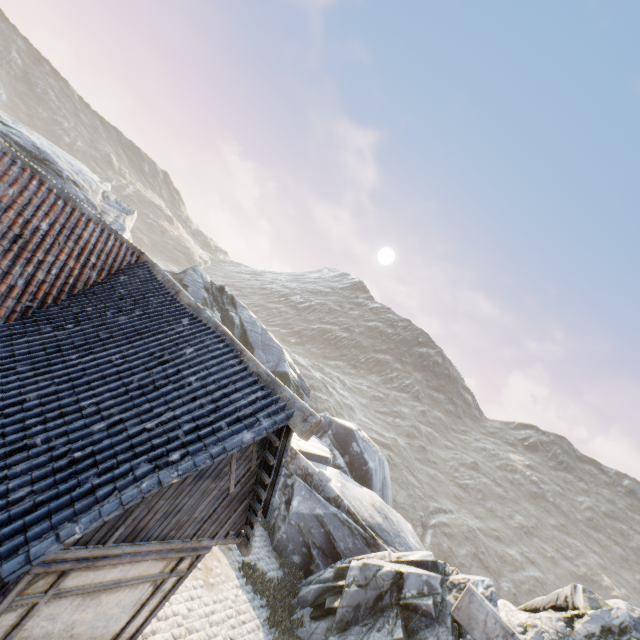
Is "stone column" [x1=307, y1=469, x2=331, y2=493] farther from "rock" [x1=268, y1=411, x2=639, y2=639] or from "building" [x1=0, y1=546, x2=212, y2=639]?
"building" [x1=0, y1=546, x2=212, y2=639]

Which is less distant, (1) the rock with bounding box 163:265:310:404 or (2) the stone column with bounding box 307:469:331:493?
(2) the stone column with bounding box 307:469:331:493

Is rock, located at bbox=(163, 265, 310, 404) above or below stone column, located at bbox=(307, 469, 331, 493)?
above

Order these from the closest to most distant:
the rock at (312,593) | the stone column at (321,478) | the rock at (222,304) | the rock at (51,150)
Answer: the rock at (312,593), the stone column at (321,478), the rock at (51,150), the rock at (222,304)

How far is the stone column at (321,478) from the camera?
15.9m

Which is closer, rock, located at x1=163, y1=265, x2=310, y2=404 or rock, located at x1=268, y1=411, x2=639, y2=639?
rock, located at x1=268, y1=411, x2=639, y2=639

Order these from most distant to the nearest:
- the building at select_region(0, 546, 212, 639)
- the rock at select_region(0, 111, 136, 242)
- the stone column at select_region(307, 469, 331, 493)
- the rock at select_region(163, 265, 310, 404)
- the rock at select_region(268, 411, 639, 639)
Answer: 1. the rock at select_region(163, 265, 310, 404)
2. the rock at select_region(0, 111, 136, 242)
3. the stone column at select_region(307, 469, 331, 493)
4. the rock at select_region(268, 411, 639, 639)
5. the building at select_region(0, 546, 212, 639)

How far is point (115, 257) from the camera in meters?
8.6 m
